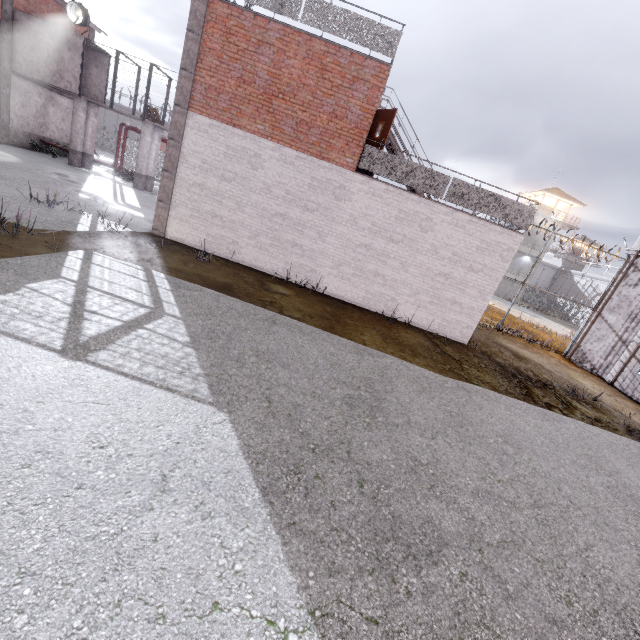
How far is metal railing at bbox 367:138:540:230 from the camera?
10.3 meters

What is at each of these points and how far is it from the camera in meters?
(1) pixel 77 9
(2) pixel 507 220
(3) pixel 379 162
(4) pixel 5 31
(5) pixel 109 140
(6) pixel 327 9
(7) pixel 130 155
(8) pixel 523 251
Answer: (1) spotlight, 17.8 m
(2) metal railing, 10.5 m
(3) metal railing, 10.3 m
(4) column, 17.8 m
(5) fence, 56.0 m
(6) metal railing, 9.2 m
(7) fence, 30.4 m
(8) building, 44.9 m

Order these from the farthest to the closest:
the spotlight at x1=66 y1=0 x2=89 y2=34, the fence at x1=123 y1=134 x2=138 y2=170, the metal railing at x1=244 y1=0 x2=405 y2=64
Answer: the fence at x1=123 y1=134 x2=138 y2=170 < the spotlight at x1=66 y1=0 x2=89 y2=34 < the metal railing at x1=244 y1=0 x2=405 y2=64

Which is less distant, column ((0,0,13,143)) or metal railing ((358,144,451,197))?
metal railing ((358,144,451,197))

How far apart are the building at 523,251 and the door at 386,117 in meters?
42.7 m

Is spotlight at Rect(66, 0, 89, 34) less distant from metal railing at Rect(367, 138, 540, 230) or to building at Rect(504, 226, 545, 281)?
metal railing at Rect(367, 138, 540, 230)

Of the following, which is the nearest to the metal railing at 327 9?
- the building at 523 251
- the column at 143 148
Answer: the column at 143 148

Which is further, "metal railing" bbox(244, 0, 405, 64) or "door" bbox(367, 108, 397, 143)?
"door" bbox(367, 108, 397, 143)
